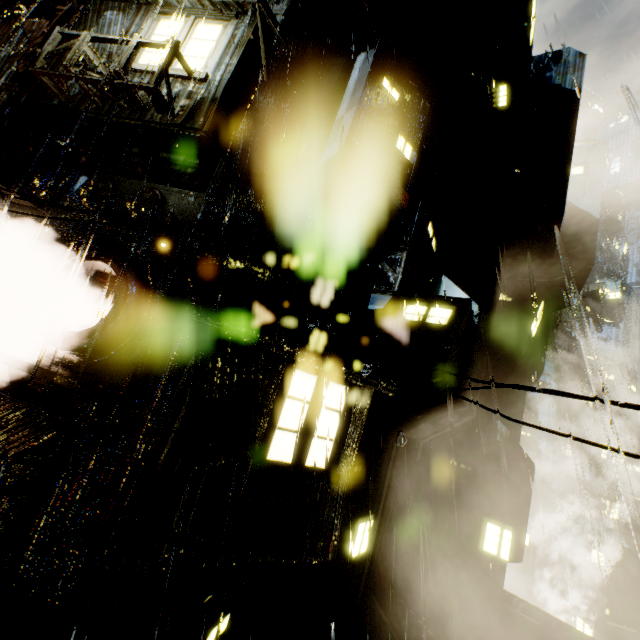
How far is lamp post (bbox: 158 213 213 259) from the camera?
6.9m

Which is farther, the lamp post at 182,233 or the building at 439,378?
the building at 439,378

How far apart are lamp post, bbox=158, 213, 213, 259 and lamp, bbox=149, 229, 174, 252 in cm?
11

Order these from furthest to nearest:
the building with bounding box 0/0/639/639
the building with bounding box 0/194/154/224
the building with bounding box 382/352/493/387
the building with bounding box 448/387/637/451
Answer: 1. the building with bounding box 448/387/637/451
2. the building with bounding box 382/352/493/387
3. the building with bounding box 0/194/154/224
4. the building with bounding box 0/0/639/639

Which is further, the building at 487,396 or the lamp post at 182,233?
the building at 487,396

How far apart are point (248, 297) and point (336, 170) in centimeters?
453cm

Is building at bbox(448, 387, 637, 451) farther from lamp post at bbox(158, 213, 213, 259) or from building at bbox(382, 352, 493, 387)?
lamp post at bbox(158, 213, 213, 259)

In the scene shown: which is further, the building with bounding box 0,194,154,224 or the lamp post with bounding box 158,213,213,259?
the building with bounding box 0,194,154,224
